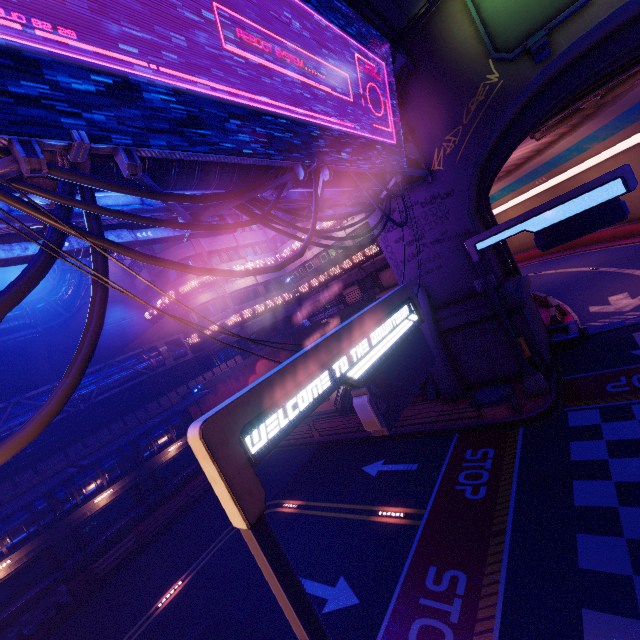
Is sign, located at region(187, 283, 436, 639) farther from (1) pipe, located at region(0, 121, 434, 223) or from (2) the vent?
(2) the vent

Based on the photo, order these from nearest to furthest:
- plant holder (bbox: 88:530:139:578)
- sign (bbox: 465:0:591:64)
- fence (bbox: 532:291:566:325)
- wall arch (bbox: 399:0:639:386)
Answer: sign (bbox: 465:0:591:64) → wall arch (bbox: 399:0:639:386) → plant holder (bbox: 88:530:139:578) → fence (bbox: 532:291:566:325)

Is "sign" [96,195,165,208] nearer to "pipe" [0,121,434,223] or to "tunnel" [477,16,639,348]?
"pipe" [0,121,434,223]

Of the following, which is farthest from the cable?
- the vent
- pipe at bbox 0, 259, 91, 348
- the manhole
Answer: pipe at bbox 0, 259, 91, 348

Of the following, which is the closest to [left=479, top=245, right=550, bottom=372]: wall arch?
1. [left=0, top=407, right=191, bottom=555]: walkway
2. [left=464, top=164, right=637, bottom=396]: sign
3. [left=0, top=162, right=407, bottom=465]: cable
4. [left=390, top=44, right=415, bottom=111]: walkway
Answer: [left=390, top=44, right=415, bottom=111]: walkway

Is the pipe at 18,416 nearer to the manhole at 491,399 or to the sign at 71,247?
the sign at 71,247

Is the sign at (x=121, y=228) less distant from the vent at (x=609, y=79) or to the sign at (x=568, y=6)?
the sign at (x=568, y=6)

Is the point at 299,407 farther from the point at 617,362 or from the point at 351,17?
the point at 617,362
